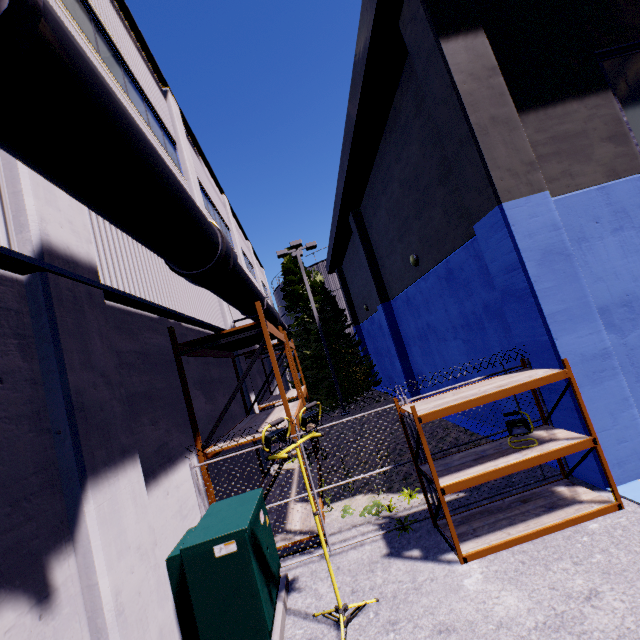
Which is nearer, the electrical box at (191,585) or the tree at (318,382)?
the electrical box at (191,585)

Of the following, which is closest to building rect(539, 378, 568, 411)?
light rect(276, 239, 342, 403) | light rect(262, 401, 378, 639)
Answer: light rect(262, 401, 378, 639)

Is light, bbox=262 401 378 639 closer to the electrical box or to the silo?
the electrical box

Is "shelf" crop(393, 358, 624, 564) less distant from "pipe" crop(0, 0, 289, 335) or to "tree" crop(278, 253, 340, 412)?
"pipe" crop(0, 0, 289, 335)

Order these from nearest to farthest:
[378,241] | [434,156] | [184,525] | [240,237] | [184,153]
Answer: [184,525] < [434,156] < [184,153] < [378,241] < [240,237]

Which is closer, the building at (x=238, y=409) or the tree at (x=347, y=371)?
the building at (x=238, y=409)

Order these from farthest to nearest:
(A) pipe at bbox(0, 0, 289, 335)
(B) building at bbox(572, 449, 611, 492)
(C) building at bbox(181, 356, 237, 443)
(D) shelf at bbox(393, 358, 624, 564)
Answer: (C) building at bbox(181, 356, 237, 443), (B) building at bbox(572, 449, 611, 492), (D) shelf at bbox(393, 358, 624, 564), (A) pipe at bbox(0, 0, 289, 335)

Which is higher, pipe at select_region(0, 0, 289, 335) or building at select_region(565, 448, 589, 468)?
pipe at select_region(0, 0, 289, 335)
